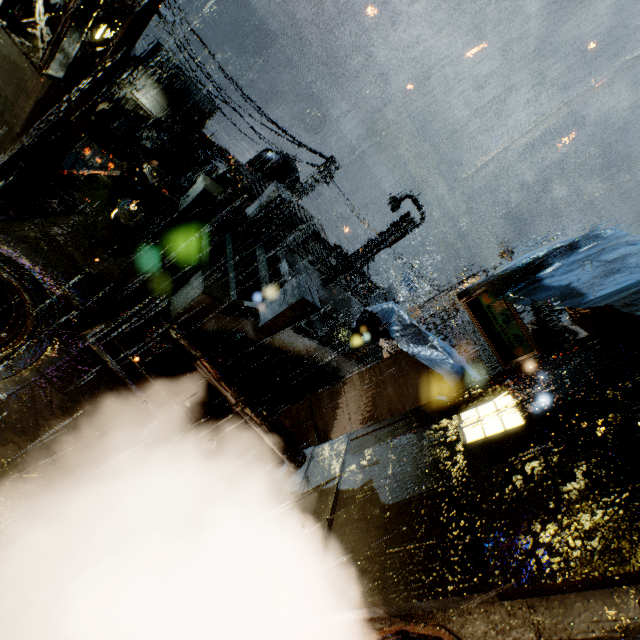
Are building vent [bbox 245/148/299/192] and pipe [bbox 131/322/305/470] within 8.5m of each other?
no

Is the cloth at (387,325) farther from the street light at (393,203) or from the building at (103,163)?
the street light at (393,203)

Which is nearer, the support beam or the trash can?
the support beam

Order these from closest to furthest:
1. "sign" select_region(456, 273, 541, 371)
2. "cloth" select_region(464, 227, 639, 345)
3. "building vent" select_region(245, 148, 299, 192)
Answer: "cloth" select_region(464, 227, 639, 345) < "sign" select_region(456, 273, 541, 371) < "building vent" select_region(245, 148, 299, 192)

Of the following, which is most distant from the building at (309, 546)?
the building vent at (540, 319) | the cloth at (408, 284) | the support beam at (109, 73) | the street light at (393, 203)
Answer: the cloth at (408, 284)

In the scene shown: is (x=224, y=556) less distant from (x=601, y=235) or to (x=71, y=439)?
(x=71, y=439)

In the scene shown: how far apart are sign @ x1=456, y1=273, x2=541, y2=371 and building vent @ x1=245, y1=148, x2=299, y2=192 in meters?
21.6 m

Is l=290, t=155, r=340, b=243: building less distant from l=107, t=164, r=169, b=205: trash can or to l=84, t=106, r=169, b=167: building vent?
→ l=107, t=164, r=169, b=205: trash can
